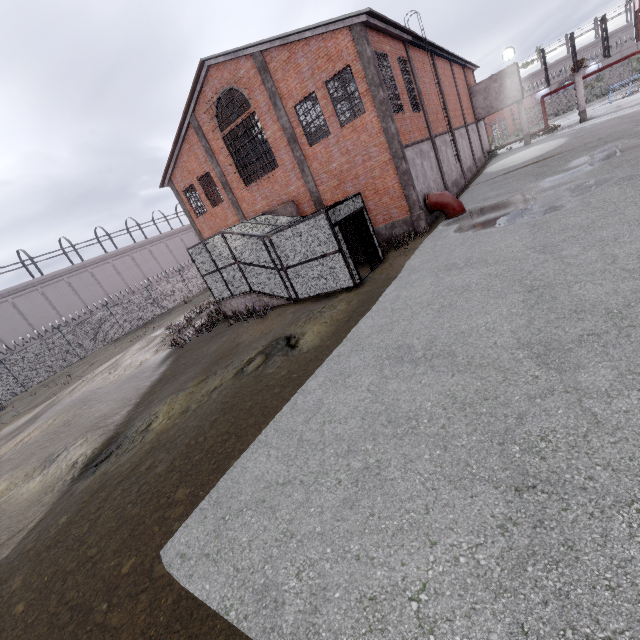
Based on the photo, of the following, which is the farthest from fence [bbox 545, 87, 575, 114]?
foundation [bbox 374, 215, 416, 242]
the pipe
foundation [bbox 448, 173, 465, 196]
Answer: the pipe

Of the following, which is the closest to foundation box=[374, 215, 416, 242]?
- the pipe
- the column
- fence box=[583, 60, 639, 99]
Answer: the column

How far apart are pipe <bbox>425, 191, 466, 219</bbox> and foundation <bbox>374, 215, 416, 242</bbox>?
1.1m

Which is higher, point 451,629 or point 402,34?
point 402,34

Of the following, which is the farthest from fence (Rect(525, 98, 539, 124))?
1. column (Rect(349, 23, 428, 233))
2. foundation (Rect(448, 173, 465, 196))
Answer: column (Rect(349, 23, 428, 233))

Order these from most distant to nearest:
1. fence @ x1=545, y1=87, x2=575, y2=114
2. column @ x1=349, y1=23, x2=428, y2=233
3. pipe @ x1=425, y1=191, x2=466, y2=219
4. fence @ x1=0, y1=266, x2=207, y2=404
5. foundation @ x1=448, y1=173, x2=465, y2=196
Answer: fence @ x1=545, y1=87, x2=575, y2=114 → fence @ x1=0, y1=266, x2=207, y2=404 → foundation @ x1=448, y1=173, x2=465, y2=196 → pipe @ x1=425, y1=191, x2=466, y2=219 → column @ x1=349, y1=23, x2=428, y2=233

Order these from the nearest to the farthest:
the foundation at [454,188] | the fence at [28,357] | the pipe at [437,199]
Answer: the pipe at [437,199] → the foundation at [454,188] → the fence at [28,357]

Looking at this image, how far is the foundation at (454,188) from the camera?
20.77m
